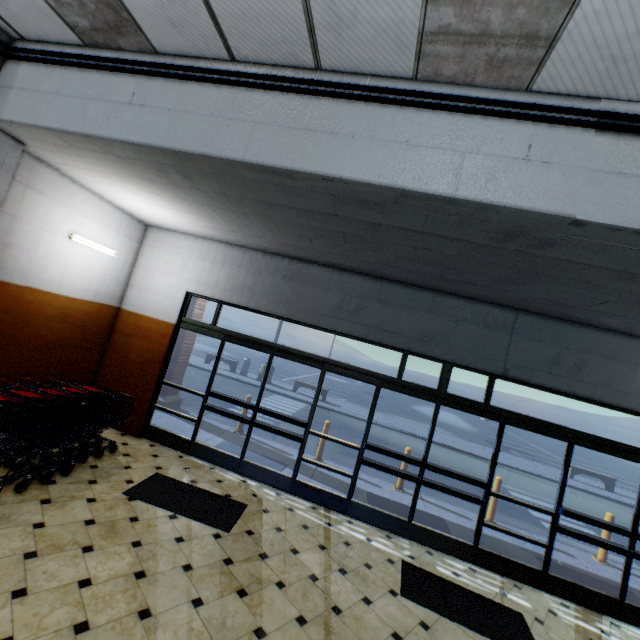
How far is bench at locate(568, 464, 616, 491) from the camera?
13.8 meters

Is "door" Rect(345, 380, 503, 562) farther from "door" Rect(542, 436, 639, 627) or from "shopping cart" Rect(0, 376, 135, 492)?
"shopping cart" Rect(0, 376, 135, 492)

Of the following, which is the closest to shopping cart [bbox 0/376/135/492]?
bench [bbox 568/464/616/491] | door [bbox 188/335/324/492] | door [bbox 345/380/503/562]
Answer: door [bbox 188/335/324/492]

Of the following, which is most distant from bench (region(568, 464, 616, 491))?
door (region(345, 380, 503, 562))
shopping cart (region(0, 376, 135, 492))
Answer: shopping cart (region(0, 376, 135, 492))

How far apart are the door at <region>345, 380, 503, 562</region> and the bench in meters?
13.0

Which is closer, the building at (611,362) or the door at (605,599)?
the building at (611,362)

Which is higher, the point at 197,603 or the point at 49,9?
the point at 49,9

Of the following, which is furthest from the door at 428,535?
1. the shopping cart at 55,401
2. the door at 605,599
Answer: the shopping cart at 55,401
